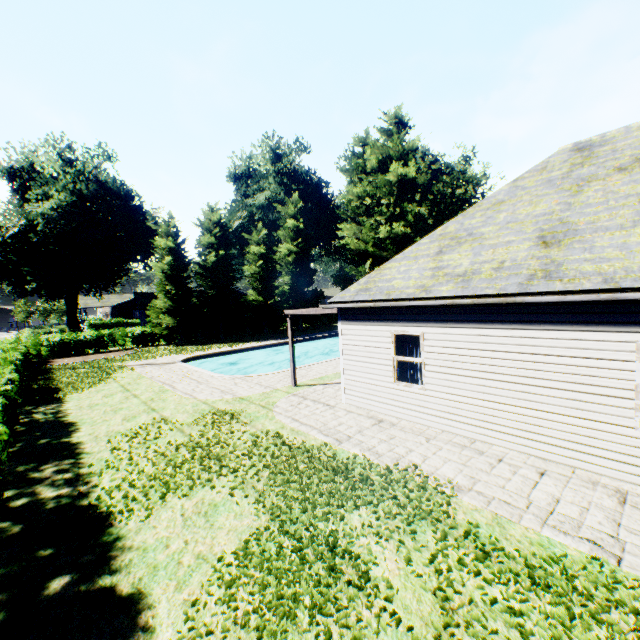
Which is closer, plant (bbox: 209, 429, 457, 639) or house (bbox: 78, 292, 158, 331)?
plant (bbox: 209, 429, 457, 639)

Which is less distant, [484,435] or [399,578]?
[399,578]

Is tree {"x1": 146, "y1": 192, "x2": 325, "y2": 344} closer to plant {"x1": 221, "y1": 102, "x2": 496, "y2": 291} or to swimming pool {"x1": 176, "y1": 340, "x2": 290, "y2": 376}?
plant {"x1": 221, "y1": 102, "x2": 496, "y2": 291}

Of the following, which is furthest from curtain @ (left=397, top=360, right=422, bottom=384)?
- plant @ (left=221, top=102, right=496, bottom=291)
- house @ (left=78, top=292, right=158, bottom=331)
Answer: house @ (left=78, top=292, right=158, bottom=331)

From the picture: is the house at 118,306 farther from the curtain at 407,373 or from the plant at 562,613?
the curtain at 407,373

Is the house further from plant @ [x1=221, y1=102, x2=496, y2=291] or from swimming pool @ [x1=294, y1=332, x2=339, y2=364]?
swimming pool @ [x1=294, y1=332, x2=339, y2=364]

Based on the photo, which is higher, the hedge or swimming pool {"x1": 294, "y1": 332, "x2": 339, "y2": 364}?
the hedge

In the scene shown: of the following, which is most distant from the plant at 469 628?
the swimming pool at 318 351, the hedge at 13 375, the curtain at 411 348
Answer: the curtain at 411 348
